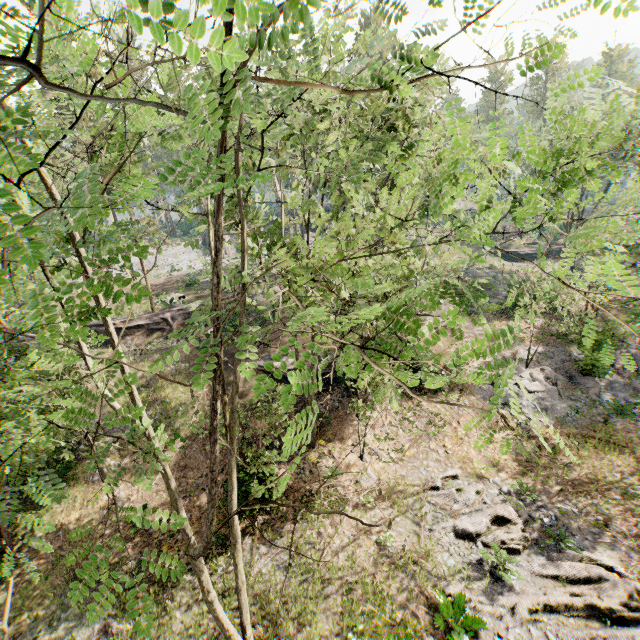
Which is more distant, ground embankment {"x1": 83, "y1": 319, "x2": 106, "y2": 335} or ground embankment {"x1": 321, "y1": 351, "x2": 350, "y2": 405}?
ground embankment {"x1": 83, "y1": 319, "x2": 106, "y2": 335}

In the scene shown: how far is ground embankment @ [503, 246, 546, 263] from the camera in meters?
49.3 m

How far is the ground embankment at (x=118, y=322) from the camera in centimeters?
2852cm

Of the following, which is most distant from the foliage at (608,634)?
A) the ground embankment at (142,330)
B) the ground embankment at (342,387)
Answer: the ground embankment at (142,330)

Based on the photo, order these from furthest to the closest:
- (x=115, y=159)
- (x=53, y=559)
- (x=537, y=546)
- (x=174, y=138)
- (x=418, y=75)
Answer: (x=53, y=559) → (x=537, y=546) → (x=418, y=75) → (x=174, y=138) → (x=115, y=159)

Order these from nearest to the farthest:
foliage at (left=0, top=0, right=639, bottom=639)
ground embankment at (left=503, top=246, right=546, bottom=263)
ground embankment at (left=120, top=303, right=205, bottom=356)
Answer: foliage at (left=0, top=0, right=639, bottom=639)
ground embankment at (left=120, top=303, right=205, bottom=356)
ground embankment at (left=503, top=246, right=546, bottom=263)

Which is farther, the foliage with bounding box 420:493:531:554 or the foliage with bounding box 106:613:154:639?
the foliage with bounding box 420:493:531:554

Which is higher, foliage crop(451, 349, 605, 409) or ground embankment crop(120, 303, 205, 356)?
ground embankment crop(120, 303, 205, 356)
